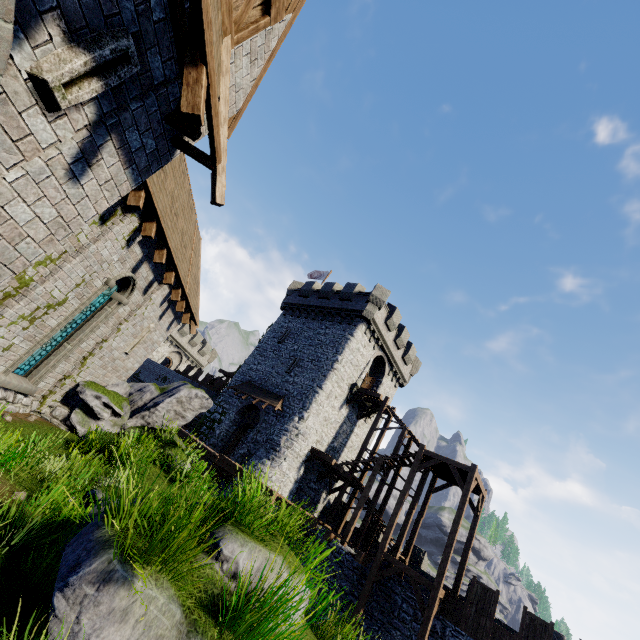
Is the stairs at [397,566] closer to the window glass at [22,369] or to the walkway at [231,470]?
the walkway at [231,470]

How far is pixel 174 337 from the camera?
42.1 meters

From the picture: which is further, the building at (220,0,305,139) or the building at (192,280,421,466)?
the building at (192,280,421,466)

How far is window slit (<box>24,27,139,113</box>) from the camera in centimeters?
274cm

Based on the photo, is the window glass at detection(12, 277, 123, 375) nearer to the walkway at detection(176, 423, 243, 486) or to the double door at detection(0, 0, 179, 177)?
the double door at detection(0, 0, 179, 177)

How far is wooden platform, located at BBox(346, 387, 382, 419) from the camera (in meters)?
24.48

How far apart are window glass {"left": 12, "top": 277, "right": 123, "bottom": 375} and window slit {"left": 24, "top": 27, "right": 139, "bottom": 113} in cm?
774

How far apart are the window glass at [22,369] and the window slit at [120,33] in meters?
7.7 m
